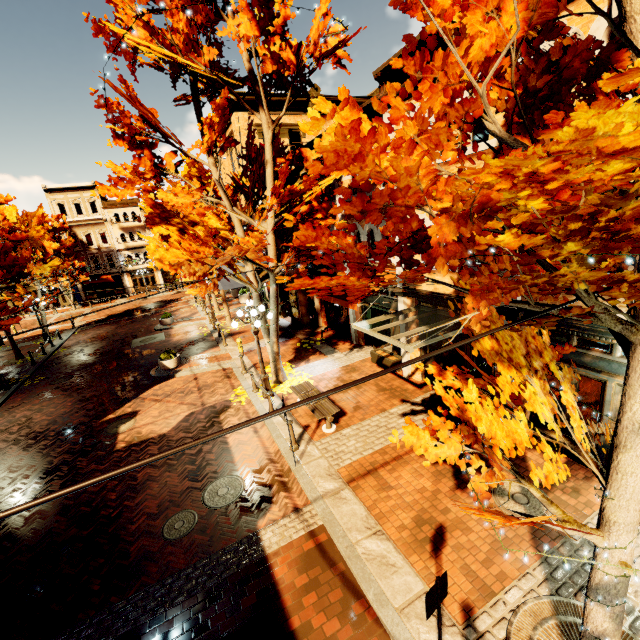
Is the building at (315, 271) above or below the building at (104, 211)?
below

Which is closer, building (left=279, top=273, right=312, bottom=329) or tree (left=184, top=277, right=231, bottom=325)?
tree (left=184, top=277, right=231, bottom=325)

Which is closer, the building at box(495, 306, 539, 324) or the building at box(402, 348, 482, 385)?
the building at box(495, 306, 539, 324)

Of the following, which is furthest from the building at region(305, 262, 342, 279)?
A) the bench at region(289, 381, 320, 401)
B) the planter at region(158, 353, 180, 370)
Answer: the planter at region(158, 353, 180, 370)

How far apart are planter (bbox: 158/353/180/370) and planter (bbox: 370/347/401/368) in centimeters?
942cm

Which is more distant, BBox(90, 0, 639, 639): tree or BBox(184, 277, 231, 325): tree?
BBox(184, 277, 231, 325): tree

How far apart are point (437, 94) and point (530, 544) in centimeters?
709cm

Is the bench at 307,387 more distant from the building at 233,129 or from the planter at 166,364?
the planter at 166,364
